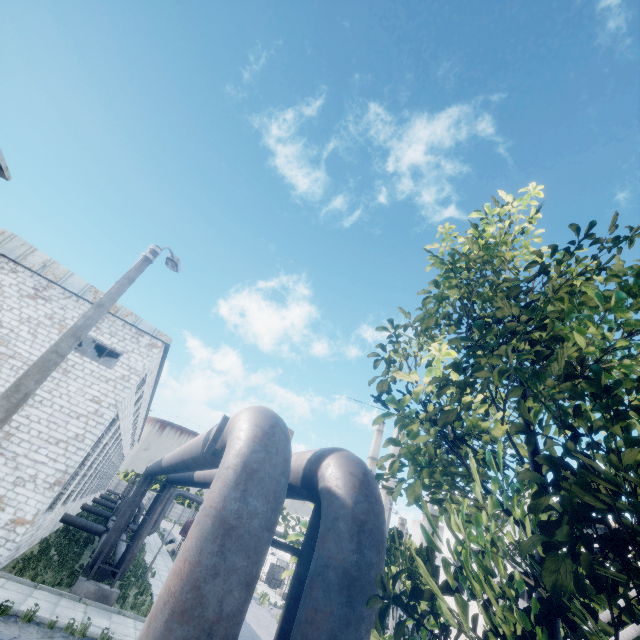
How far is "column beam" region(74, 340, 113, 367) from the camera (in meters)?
24.41

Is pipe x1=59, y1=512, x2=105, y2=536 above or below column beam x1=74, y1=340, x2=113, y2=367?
below

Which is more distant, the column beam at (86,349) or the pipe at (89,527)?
the column beam at (86,349)

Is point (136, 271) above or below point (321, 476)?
above

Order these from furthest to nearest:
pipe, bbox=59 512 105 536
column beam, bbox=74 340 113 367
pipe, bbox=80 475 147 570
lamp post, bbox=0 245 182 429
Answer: column beam, bbox=74 340 113 367 < pipe, bbox=59 512 105 536 < pipe, bbox=80 475 147 570 < lamp post, bbox=0 245 182 429

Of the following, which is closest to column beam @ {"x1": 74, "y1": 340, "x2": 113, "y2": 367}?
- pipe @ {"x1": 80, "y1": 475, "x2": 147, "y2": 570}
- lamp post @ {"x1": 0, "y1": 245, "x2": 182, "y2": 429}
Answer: pipe @ {"x1": 80, "y1": 475, "x2": 147, "y2": 570}

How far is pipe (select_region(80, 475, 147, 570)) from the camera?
14.22m

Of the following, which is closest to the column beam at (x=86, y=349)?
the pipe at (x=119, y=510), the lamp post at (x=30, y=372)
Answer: the pipe at (x=119, y=510)
